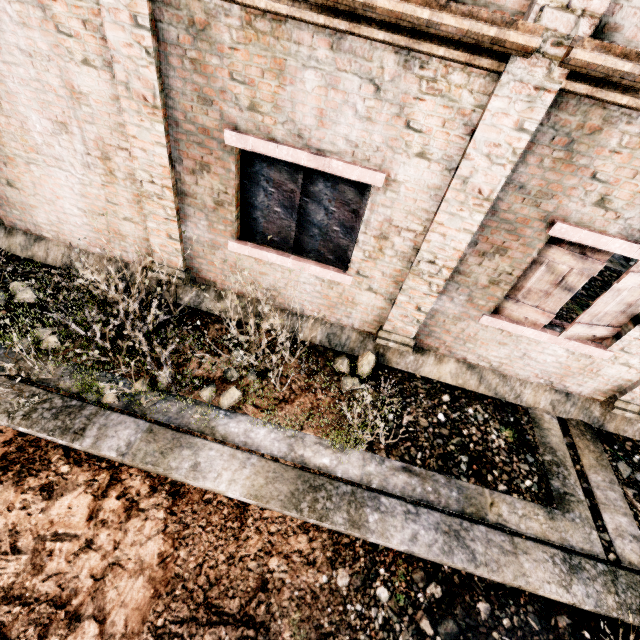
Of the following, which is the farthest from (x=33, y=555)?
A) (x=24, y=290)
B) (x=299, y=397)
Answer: (x=24, y=290)
